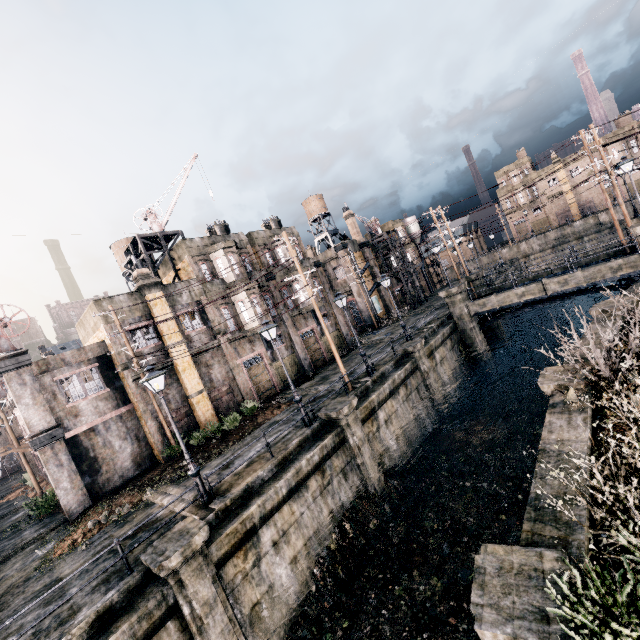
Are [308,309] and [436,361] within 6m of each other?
no

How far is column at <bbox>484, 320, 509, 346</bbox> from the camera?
32.4m

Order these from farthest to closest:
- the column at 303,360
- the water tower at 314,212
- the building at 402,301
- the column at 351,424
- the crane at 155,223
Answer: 1. the building at 402,301
2. the water tower at 314,212
3. the column at 303,360
4. the crane at 155,223
5. the column at 351,424

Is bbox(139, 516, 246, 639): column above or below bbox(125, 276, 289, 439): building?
below

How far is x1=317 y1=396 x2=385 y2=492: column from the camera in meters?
15.8 m

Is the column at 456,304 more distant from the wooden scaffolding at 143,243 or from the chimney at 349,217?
the wooden scaffolding at 143,243

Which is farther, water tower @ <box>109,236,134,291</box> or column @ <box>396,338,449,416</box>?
water tower @ <box>109,236,134,291</box>

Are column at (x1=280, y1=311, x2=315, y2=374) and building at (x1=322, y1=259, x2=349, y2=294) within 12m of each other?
no
